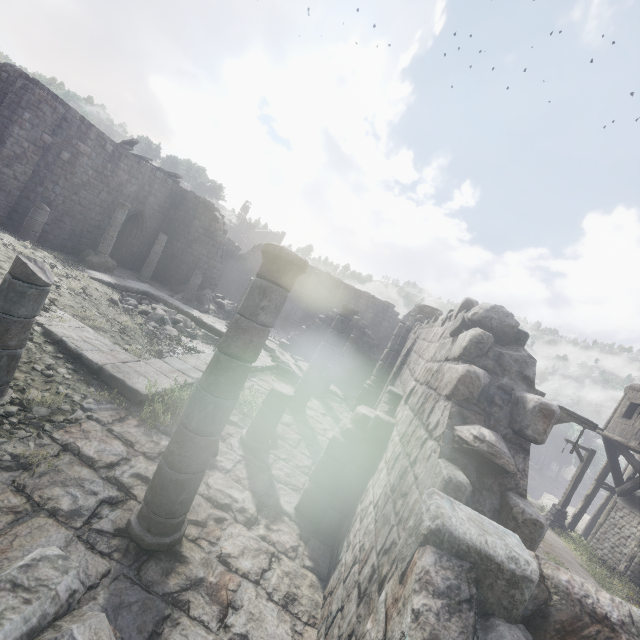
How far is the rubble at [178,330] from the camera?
12.6m

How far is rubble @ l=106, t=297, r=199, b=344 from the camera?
12.6 meters

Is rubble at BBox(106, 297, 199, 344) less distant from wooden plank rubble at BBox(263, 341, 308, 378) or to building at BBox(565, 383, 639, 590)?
building at BBox(565, 383, 639, 590)

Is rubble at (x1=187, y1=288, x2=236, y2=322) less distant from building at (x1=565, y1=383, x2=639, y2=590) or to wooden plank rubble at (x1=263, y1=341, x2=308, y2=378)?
building at (x1=565, y1=383, x2=639, y2=590)

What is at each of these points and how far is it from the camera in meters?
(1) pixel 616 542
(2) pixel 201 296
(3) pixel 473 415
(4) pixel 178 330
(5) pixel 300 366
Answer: (1) building, 15.9
(2) rubble, 20.8
(3) building, 3.1
(4) rubble, 13.5
(5) wooden plank rubble, 15.6

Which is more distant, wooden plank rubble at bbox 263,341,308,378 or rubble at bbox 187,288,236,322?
rubble at bbox 187,288,236,322

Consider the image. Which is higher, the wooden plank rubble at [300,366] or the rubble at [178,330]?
the wooden plank rubble at [300,366]

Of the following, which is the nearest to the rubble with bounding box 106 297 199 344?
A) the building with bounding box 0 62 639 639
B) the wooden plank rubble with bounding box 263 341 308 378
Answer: the building with bounding box 0 62 639 639
